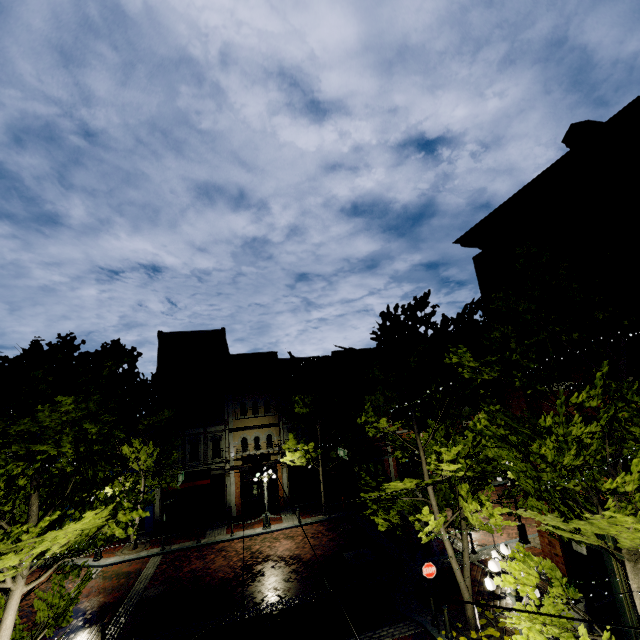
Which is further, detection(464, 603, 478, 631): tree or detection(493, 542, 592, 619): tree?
detection(464, 603, 478, 631): tree

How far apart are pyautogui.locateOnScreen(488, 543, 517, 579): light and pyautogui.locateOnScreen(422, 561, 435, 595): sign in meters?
2.8 m

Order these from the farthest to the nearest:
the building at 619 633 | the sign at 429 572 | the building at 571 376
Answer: the sign at 429 572
the building at 571 376
the building at 619 633

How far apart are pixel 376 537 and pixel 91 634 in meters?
13.3

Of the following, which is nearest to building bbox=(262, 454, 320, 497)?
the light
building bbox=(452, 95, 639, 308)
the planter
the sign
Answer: the planter

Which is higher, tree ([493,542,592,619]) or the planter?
tree ([493,542,592,619])

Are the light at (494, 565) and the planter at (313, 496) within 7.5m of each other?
no

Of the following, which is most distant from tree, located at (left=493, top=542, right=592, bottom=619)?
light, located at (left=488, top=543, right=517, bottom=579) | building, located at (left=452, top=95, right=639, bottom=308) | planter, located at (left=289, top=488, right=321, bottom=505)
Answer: planter, located at (left=289, top=488, right=321, bottom=505)
